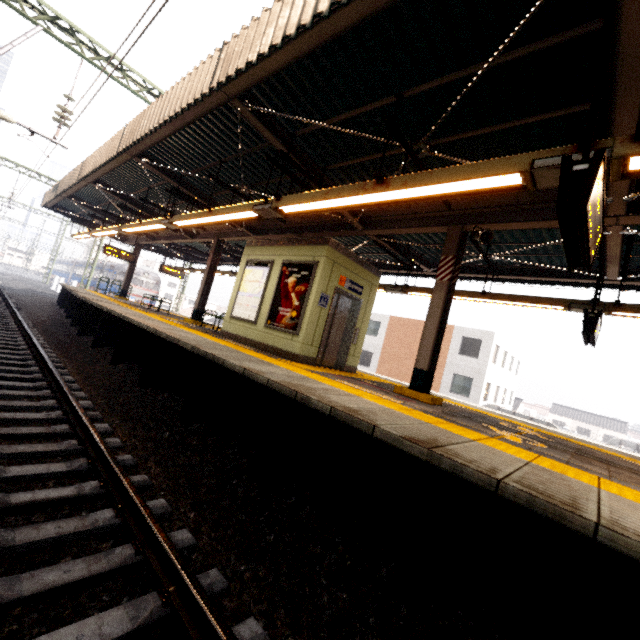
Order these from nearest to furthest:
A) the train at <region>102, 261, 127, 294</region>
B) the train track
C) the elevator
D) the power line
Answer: the train track → the elevator → the power line → the train at <region>102, 261, 127, 294</region>

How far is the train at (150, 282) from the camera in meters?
31.9 m

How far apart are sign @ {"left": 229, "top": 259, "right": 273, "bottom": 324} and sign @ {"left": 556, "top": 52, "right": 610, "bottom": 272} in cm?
640

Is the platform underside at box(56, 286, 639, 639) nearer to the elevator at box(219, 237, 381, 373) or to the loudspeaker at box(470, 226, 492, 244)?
the elevator at box(219, 237, 381, 373)

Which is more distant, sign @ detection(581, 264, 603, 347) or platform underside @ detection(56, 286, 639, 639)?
sign @ detection(581, 264, 603, 347)

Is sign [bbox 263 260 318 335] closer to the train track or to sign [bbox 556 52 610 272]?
the train track

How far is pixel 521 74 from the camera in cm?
386

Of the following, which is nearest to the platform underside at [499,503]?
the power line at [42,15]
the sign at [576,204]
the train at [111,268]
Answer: the sign at [576,204]
